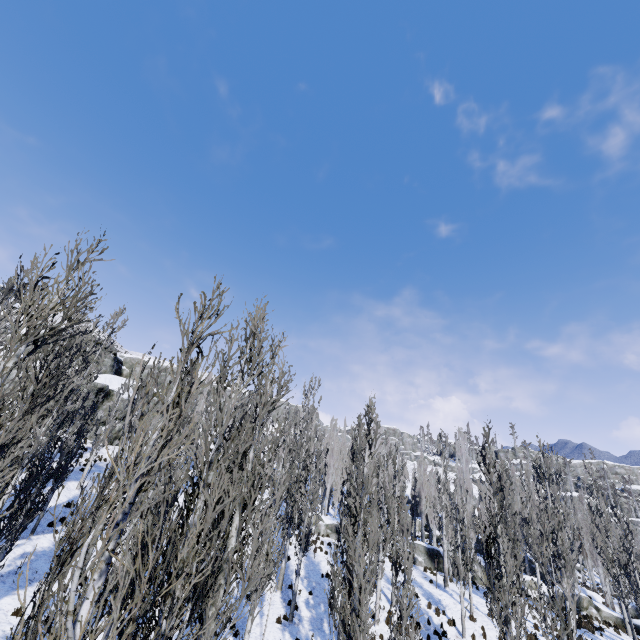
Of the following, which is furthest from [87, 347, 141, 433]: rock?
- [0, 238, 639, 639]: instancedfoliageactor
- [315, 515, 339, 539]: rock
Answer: [315, 515, 339, 539]: rock

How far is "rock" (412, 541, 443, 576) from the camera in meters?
27.2

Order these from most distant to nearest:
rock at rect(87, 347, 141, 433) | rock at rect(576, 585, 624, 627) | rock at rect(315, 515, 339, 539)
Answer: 1. rock at rect(87, 347, 141, 433)
2. rock at rect(315, 515, 339, 539)
3. rock at rect(576, 585, 624, 627)

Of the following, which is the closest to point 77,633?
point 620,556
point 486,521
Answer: point 486,521

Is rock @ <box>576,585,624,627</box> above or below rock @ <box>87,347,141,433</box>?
below

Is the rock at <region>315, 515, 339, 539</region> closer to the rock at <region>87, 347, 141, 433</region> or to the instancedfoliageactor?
the instancedfoliageactor

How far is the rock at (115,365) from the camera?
32.7m

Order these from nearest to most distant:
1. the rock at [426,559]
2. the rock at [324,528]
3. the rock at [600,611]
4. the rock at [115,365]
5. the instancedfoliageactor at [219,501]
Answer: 1. the instancedfoliageactor at [219,501]
2. the rock at [600,611]
3. the rock at [426,559]
4. the rock at [324,528]
5. the rock at [115,365]
